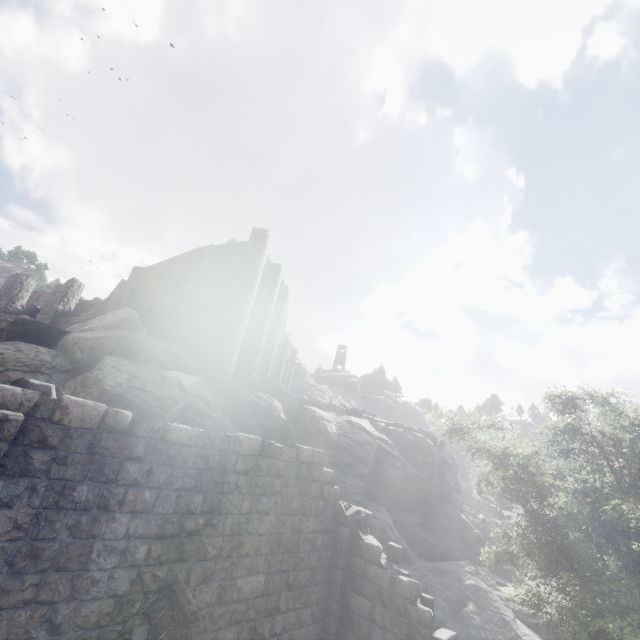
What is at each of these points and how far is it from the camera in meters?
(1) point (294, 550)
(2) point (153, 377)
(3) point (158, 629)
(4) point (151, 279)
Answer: (1) building, 8.4 m
(2) rock, 15.7 m
(3) rock, 10.2 m
(4) building, 25.6 m

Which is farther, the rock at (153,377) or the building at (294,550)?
the rock at (153,377)

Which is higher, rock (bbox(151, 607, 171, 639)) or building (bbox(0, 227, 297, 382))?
building (bbox(0, 227, 297, 382))

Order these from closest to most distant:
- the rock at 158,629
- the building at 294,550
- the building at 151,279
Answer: the building at 294,550 → the rock at 158,629 → the building at 151,279

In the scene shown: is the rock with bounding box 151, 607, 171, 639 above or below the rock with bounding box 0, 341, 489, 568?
below

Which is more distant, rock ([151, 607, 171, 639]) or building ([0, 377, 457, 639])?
rock ([151, 607, 171, 639])

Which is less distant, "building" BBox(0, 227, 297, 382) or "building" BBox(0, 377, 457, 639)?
"building" BBox(0, 377, 457, 639)
